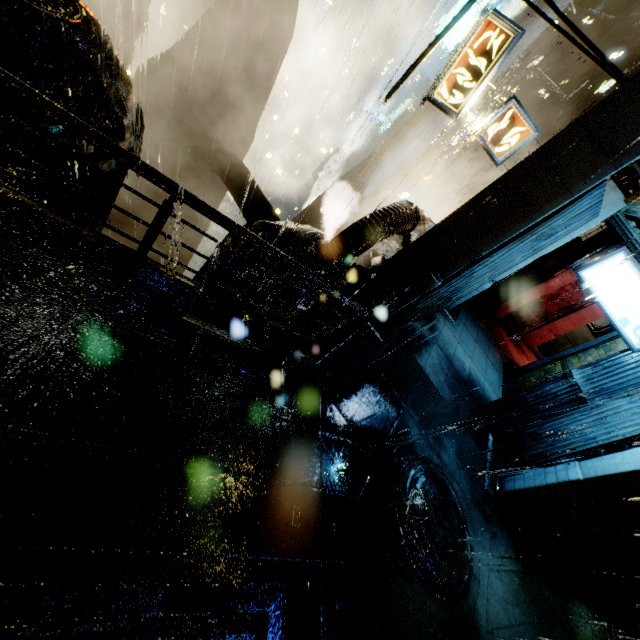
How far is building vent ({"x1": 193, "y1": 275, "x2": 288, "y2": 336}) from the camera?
8.0 meters

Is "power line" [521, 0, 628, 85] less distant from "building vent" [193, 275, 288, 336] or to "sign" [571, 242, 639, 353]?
"sign" [571, 242, 639, 353]

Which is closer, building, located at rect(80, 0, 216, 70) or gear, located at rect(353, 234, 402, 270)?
building, located at rect(80, 0, 216, 70)

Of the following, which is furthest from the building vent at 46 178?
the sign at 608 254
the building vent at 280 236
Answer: the sign at 608 254

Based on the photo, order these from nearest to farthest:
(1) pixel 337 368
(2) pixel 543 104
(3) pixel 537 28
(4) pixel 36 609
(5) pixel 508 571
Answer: (4) pixel 36 609, (1) pixel 337 368, (5) pixel 508 571, (3) pixel 537 28, (2) pixel 543 104

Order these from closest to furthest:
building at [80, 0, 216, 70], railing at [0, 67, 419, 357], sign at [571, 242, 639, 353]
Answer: railing at [0, 67, 419, 357]
sign at [571, 242, 639, 353]
building at [80, 0, 216, 70]

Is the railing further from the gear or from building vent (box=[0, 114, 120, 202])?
Result: the gear

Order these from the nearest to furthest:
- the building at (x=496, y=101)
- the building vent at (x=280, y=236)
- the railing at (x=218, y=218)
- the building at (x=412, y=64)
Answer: the railing at (x=218, y=218), the building at (x=412, y=64), the building vent at (x=280, y=236), the building at (x=496, y=101)
